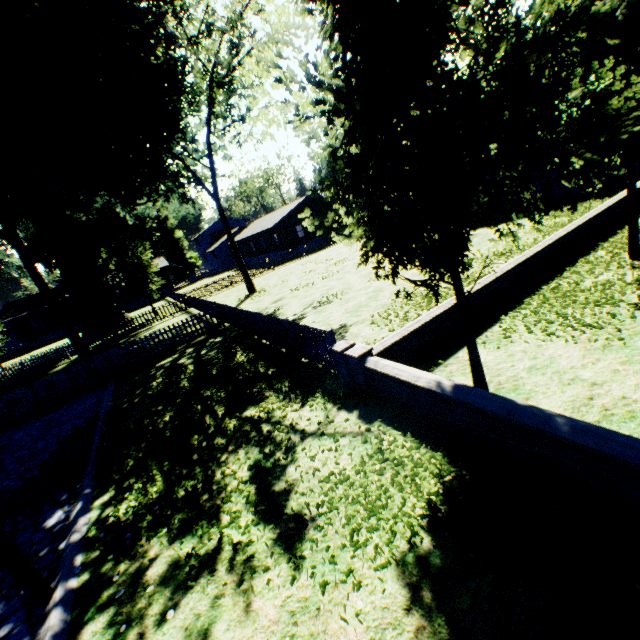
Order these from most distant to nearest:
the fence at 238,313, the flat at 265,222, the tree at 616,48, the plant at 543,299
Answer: the flat at 265,222
the fence at 238,313
the plant at 543,299
the tree at 616,48

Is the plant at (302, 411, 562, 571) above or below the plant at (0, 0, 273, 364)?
below

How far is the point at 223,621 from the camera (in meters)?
3.63

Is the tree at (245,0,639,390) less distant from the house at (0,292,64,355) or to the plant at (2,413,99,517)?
the plant at (2,413,99,517)

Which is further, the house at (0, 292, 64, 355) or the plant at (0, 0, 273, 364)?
the house at (0, 292, 64, 355)

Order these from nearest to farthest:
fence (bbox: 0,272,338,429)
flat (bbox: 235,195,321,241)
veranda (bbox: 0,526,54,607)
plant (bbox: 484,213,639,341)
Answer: A:
veranda (bbox: 0,526,54,607)
plant (bbox: 484,213,639,341)
fence (bbox: 0,272,338,429)
flat (bbox: 235,195,321,241)

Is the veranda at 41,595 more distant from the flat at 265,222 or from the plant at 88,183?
the flat at 265,222

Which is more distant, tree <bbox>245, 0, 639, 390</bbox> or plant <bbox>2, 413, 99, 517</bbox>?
plant <bbox>2, 413, 99, 517</bbox>
